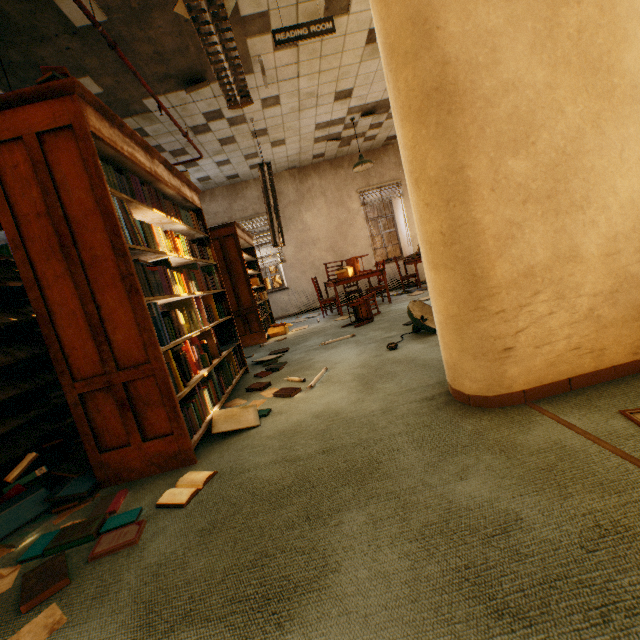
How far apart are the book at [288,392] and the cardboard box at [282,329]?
3.29m

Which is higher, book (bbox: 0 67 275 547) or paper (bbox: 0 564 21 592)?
book (bbox: 0 67 275 547)

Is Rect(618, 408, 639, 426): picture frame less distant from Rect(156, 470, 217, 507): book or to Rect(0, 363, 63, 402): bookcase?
Rect(156, 470, 217, 507): book

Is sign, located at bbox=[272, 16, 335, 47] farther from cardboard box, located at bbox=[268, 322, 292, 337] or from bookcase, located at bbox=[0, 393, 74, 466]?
cardboard box, located at bbox=[268, 322, 292, 337]

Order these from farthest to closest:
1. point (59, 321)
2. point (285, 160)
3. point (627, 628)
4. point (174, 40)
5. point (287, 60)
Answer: point (285, 160)
point (287, 60)
point (174, 40)
point (59, 321)
point (627, 628)

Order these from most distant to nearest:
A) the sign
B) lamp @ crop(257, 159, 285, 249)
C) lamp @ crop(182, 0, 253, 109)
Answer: lamp @ crop(257, 159, 285, 249) → the sign → lamp @ crop(182, 0, 253, 109)

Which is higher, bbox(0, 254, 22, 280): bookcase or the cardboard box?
bbox(0, 254, 22, 280): bookcase

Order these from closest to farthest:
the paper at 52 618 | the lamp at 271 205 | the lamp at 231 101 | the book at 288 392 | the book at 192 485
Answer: the paper at 52 618 → the book at 192 485 → the lamp at 231 101 → the book at 288 392 → the lamp at 271 205
